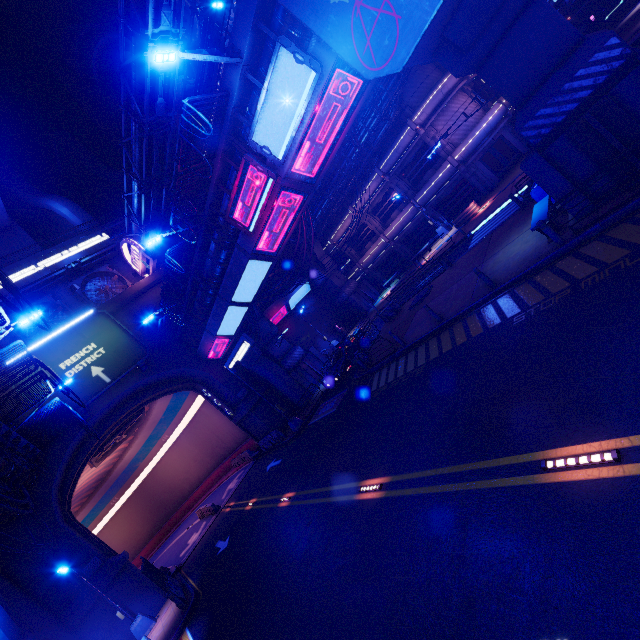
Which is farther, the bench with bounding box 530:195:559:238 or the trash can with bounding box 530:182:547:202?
the trash can with bounding box 530:182:547:202

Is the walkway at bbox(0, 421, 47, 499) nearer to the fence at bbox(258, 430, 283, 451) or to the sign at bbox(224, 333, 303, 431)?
the sign at bbox(224, 333, 303, 431)

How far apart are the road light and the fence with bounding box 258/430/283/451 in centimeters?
2397cm

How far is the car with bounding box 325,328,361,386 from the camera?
23.0 meters

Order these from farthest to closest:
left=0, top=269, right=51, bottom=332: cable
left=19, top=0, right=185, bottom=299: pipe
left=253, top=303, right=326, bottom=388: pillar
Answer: left=253, top=303, right=326, bottom=388: pillar
left=19, top=0, right=185, bottom=299: pipe
left=0, top=269, right=51, bottom=332: cable

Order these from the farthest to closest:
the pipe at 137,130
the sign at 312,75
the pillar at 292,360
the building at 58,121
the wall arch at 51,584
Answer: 1. the building at 58,121
2. the pillar at 292,360
3. the wall arch at 51,584
4. the pipe at 137,130
5. the sign at 312,75

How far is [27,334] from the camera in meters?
25.9

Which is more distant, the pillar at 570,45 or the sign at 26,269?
the sign at 26,269
